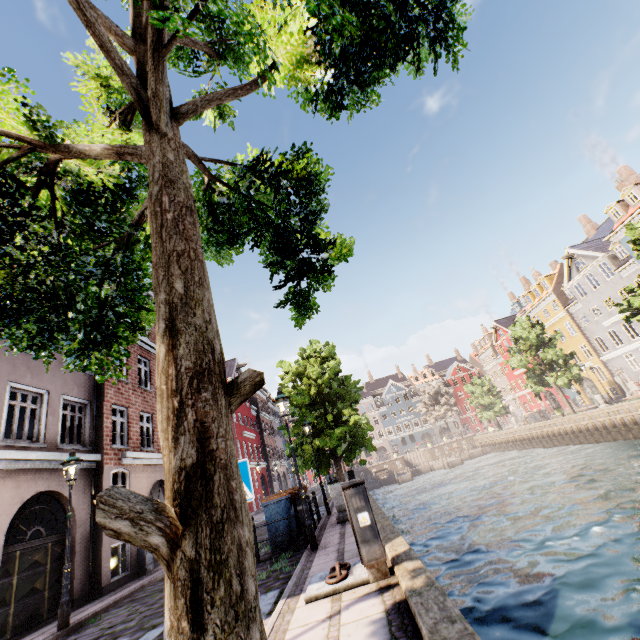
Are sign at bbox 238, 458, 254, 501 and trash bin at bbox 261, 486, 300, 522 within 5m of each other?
no

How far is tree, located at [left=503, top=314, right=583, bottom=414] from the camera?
29.84m

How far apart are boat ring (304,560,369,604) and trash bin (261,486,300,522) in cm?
401

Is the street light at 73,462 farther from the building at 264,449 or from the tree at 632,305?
the building at 264,449

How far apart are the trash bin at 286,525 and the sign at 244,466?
6.0 meters

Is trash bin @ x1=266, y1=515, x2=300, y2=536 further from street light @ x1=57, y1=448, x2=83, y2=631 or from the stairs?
the stairs

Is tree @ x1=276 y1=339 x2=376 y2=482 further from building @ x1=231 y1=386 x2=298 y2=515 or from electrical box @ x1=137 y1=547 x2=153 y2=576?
electrical box @ x1=137 y1=547 x2=153 y2=576

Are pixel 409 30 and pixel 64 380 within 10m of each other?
no
